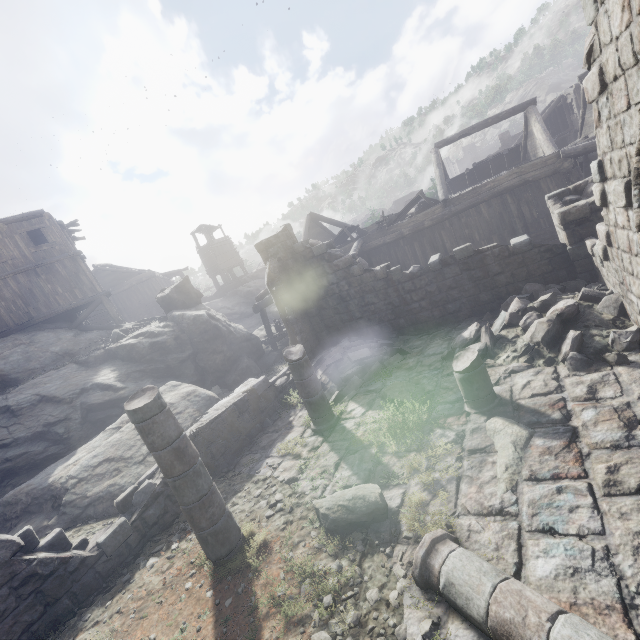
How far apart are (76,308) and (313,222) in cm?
1693

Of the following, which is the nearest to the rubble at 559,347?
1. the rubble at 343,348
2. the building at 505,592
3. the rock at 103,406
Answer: the building at 505,592

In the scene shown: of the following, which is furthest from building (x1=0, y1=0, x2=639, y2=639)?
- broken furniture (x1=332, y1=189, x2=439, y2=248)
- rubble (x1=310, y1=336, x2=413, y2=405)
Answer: broken furniture (x1=332, y1=189, x2=439, y2=248)

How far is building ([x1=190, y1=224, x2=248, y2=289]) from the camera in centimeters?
4172cm

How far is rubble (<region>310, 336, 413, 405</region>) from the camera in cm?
964

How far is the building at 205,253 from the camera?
41.7m

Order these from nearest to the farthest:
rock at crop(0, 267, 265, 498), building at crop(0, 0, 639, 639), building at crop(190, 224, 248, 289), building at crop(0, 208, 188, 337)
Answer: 1. building at crop(0, 0, 639, 639)
2. rock at crop(0, 267, 265, 498)
3. building at crop(0, 208, 188, 337)
4. building at crop(190, 224, 248, 289)

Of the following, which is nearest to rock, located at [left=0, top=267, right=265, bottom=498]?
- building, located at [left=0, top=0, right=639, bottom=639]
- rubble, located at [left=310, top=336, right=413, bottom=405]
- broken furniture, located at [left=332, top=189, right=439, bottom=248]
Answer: building, located at [left=0, top=0, right=639, bottom=639]
